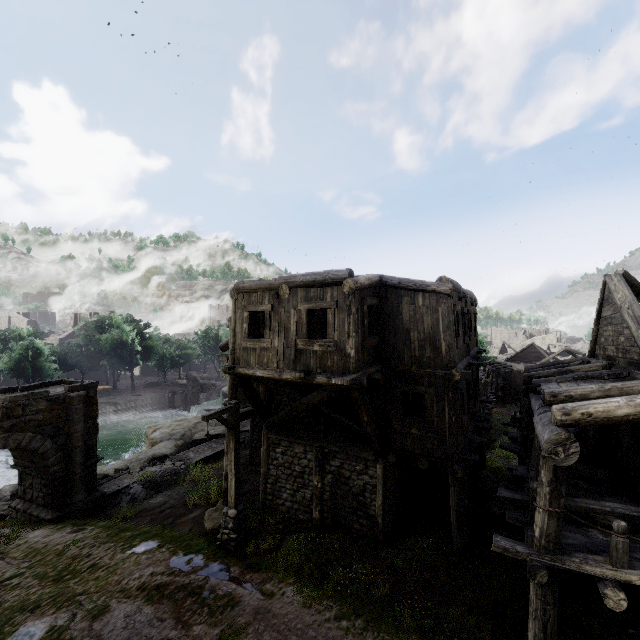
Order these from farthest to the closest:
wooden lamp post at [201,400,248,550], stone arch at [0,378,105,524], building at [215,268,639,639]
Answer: stone arch at [0,378,105,524] < wooden lamp post at [201,400,248,550] < building at [215,268,639,639]

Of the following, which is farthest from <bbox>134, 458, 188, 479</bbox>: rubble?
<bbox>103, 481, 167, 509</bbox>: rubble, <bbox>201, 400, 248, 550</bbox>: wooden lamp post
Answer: A: <bbox>201, 400, 248, 550</bbox>: wooden lamp post

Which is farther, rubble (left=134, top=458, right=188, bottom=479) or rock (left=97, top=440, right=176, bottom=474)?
rock (left=97, top=440, right=176, bottom=474)

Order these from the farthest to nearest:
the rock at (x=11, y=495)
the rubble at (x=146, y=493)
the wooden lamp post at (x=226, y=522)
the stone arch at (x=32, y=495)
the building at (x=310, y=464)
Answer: the rock at (x=11, y=495) < the rubble at (x=146, y=493) < the stone arch at (x=32, y=495) < the wooden lamp post at (x=226, y=522) < the building at (x=310, y=464)

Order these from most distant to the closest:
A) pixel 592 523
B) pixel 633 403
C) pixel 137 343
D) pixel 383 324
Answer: pixel 137 343 < pixel 383 324 < pixel 592 523 < pixel 633 403

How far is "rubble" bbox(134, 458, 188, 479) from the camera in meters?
18.6 m

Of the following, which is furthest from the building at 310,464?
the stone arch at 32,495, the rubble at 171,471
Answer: the rubble at 171,471

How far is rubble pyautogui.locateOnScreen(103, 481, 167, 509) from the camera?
15.6m
